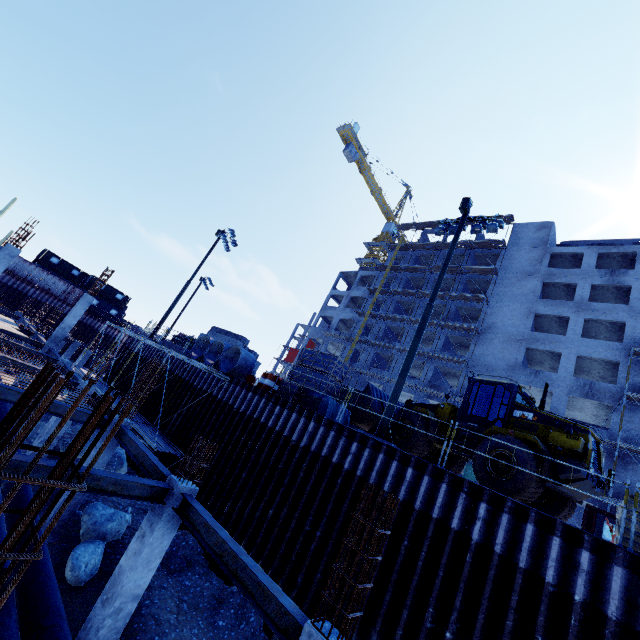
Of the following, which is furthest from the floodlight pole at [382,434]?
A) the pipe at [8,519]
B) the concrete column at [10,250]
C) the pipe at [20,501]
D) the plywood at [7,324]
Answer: the plywood at [7,324]

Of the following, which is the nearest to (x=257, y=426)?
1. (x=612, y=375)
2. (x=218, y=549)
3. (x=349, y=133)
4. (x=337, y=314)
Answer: (x=218, y=549)

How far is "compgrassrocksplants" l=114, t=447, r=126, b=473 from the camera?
14.9m

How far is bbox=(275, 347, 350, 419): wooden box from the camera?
A: 13.9m

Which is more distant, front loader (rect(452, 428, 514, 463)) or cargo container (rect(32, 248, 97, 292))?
cargo container (rect(32, 248, 97, 292))

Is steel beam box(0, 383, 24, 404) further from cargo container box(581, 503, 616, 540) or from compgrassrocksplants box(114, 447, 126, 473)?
cargo container box(581, 503, 616, 540)

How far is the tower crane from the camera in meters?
56.5

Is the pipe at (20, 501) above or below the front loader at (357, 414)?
below
